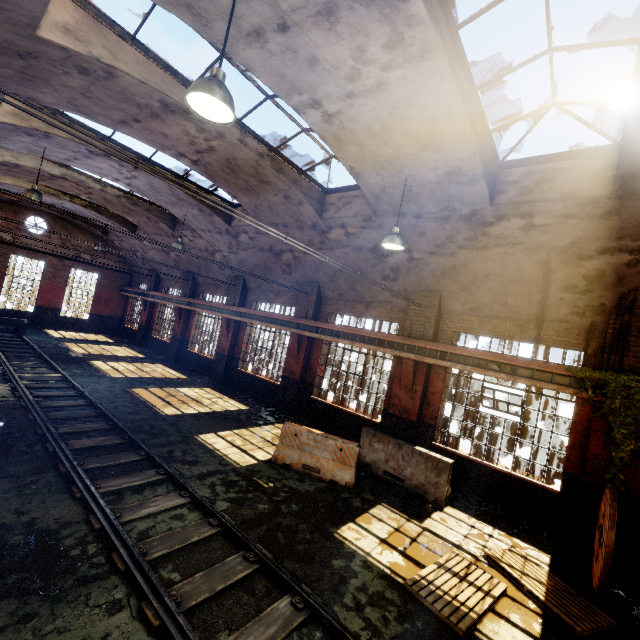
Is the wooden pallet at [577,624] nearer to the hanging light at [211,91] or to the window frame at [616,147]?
the hanging light at [211,91]

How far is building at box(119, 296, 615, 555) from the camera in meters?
7.3

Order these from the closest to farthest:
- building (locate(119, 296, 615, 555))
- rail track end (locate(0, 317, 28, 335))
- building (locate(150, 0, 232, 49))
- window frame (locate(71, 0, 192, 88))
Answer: building (locate(150, 0, 232, 49))
window frame (locate(71, 0, 192, 88))
building (locate(119, 296, 615, 555))
rail track end (locate(0, 317, 28, 335))

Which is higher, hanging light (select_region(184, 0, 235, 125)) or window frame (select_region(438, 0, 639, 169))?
window frame (select_region(438, 0, 639, 169))

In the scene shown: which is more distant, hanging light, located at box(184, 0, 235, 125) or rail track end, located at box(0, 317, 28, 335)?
rail track end, located at box(0, 317, 28, 335)

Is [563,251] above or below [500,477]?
above

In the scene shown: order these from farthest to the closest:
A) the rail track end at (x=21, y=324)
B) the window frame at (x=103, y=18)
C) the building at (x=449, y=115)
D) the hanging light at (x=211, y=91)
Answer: the rail track end at (x=21, y=324) → the window frame at (x=103, y=18) → the building at (x=449, y=115) → the hanging light at (x=211, y=91)

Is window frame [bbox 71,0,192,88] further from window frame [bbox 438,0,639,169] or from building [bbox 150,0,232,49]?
window frame [bbox 438,0,639,169]
